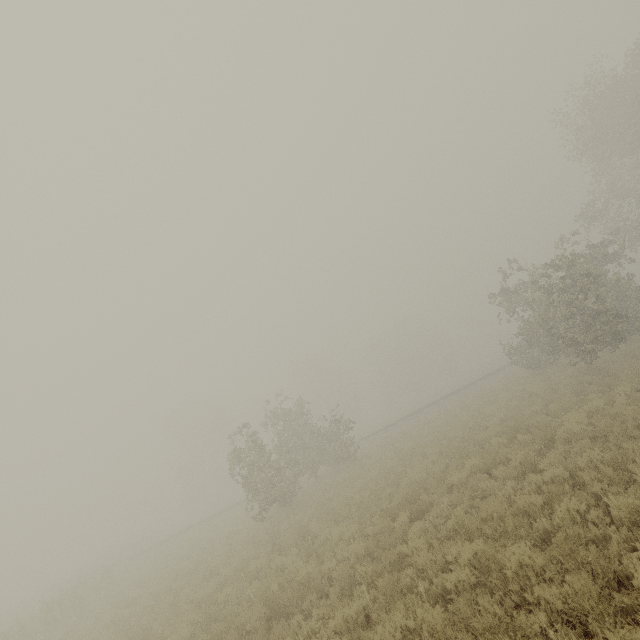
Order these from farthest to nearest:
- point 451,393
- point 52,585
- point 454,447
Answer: point 451,393 < point 52,585 < point 454,447
